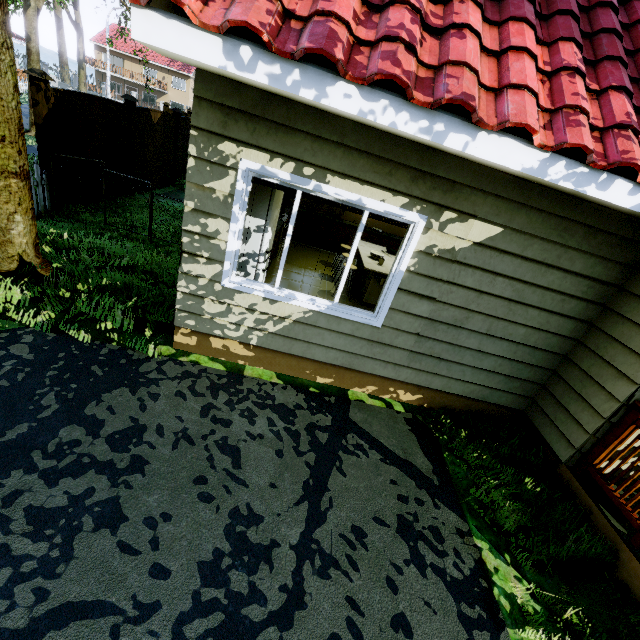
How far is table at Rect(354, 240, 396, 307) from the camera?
5.93m

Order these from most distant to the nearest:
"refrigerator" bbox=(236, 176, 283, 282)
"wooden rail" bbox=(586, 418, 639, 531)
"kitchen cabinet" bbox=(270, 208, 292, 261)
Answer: "kitchen cabinet" bbox=(270, 208, 292, 261) < "refrigerator" bbox=(236, 176, 283, 282) < "wooden rail" bbox=(586, 418, 639, 531)

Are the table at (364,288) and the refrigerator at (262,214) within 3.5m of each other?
yes

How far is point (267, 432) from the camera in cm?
346

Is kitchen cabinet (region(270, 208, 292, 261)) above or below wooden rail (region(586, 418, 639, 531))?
above

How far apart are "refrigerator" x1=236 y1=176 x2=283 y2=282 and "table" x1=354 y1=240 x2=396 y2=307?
1.86m

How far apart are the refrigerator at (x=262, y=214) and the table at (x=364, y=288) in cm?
186

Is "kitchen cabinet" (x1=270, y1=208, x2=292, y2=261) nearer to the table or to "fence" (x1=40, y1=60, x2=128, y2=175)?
"fence" (x1=40, y1=60, x2=128, y2=175)
